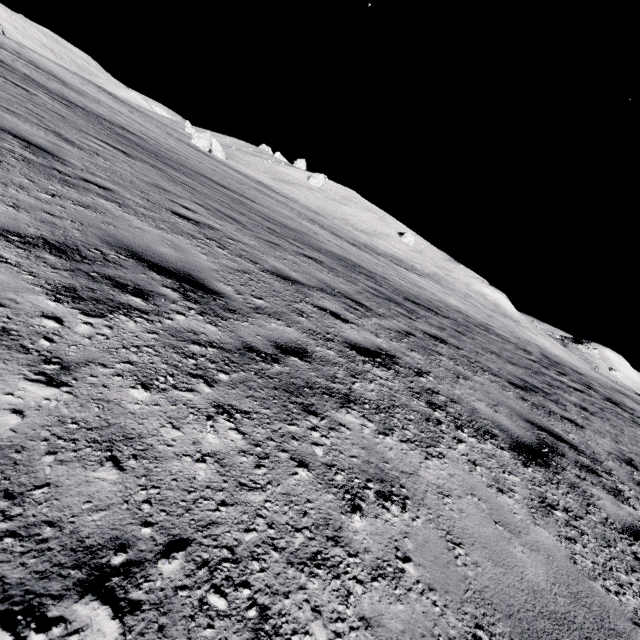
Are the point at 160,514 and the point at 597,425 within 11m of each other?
yes

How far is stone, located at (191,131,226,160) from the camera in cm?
4722

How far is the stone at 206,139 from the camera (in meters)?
47.22
